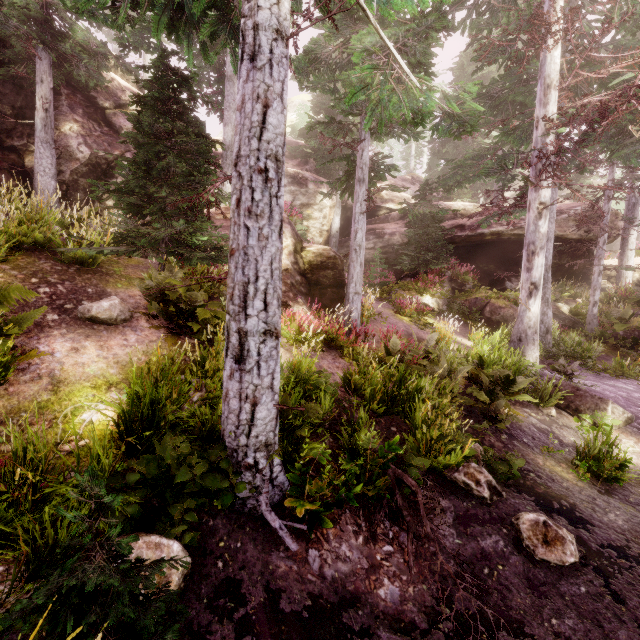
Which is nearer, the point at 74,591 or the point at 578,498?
the point at 74,591

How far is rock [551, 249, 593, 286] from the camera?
19.31m

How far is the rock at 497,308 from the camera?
15.2m

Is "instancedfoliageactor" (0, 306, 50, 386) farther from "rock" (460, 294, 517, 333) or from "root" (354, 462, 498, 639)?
"root" (354, 462, 498, 639)

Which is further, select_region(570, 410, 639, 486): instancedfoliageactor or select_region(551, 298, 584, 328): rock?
select_region(551, 298, 584, 328): rock

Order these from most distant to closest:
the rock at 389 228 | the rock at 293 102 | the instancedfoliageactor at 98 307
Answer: the rock at 293 102, the rock at 389 228, the instancedfoliageactor at 98 307

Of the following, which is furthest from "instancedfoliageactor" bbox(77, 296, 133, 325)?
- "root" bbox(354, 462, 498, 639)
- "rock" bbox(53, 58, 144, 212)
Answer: "root" bbox(354, 462, 498, 639)
